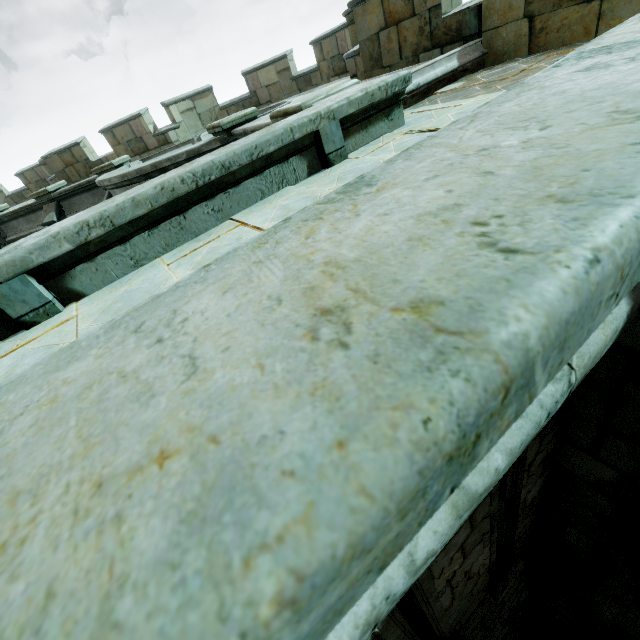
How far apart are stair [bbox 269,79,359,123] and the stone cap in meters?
11.1 m

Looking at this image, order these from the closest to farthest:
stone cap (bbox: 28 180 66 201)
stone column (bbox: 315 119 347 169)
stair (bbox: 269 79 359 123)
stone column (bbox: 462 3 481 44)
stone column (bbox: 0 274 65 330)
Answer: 1. stone column (bbox: 0 274 65 330)
2. stone column (bbox: 315 119 347 169)
3. stair (bbox: 269 79 359 123)
4. stone column (bbox: 462 3 481 44)
5. stone cap (bbox: 28 180 66 201)

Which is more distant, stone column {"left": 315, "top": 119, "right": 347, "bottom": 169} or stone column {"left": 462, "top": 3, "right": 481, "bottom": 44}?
stone column {"left": 462, "top": 3, "right": 481, "bottom": 44}

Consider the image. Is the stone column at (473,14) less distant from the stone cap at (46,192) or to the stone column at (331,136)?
the stone column at (331,136)

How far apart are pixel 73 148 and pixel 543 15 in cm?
1756

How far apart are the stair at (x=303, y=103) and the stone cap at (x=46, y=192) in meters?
11.1 m

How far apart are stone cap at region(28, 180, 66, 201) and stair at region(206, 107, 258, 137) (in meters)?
8.38

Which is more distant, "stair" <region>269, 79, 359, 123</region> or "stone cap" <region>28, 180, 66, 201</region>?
"stone cap" <region>28, 180, 66, 201</region>
